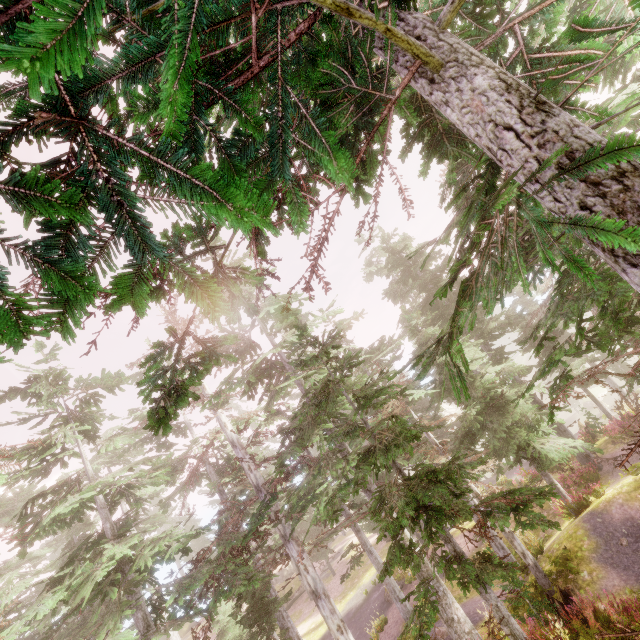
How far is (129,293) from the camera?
1.6m
